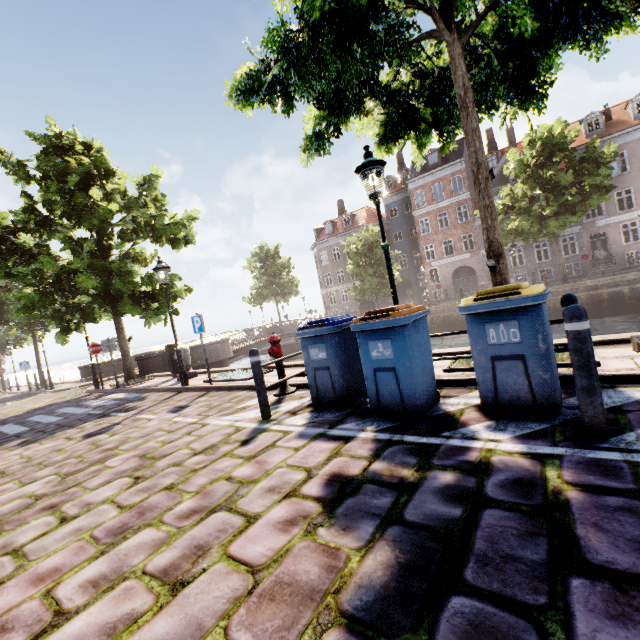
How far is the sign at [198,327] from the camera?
8.41m

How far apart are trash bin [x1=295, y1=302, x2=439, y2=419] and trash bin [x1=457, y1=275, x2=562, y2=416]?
0.4 meters

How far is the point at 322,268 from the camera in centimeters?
4438cm

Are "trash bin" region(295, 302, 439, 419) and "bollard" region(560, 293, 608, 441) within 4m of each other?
yes

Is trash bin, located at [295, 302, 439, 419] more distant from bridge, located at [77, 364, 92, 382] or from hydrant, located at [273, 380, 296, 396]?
bridge, located at [77, 364, 92, 382]

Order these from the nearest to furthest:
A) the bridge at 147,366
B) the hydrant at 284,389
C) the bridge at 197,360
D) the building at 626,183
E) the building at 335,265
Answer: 1. the hydrant at 284,389
2. the bridge at 147,366
3. the bridge at 197,360
4. the building at 626,183
5. the building at 335,265

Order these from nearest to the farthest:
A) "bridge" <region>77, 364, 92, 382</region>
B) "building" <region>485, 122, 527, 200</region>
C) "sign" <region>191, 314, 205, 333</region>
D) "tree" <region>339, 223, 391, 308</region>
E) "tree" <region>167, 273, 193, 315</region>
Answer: "sign" <region>191, 314, 205, 333</region> → "tree" <region>167, 273, 193, 315</region> → "bridge" <region>77, 364, 92, 382</region> → "tree" <region>339, 223, 391, 308</region> → "building" <region>485, 122, 527, 200</region>

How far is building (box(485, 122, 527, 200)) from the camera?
30.48m
